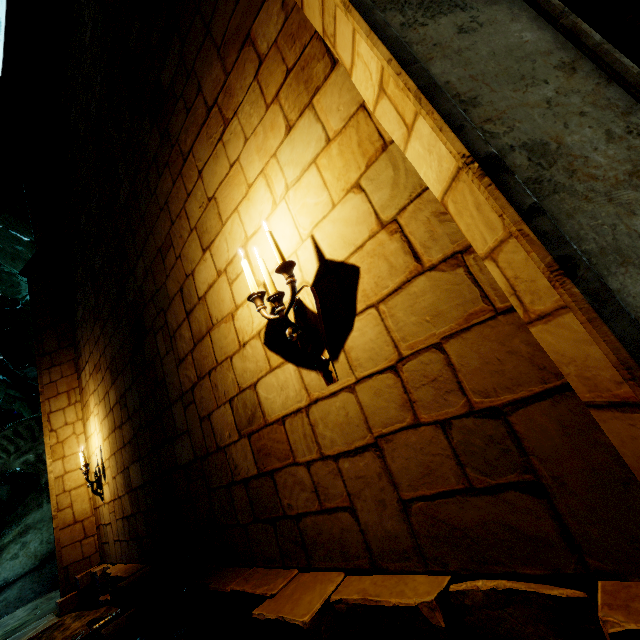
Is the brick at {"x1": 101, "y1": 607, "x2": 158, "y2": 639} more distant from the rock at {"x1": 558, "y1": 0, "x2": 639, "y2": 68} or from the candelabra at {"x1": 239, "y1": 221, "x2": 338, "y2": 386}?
the candelabra at {"x1": 239, "y1": 221, "x2": 338, "y2": 386}

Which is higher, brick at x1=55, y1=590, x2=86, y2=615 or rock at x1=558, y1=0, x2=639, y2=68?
rock at x1=558, y1=0, x2=639, y2=68

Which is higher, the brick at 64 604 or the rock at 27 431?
the rock at 27 431

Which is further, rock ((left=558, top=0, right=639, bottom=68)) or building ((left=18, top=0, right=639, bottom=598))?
rock ((left=558, top=0, right=639, bottom=68))

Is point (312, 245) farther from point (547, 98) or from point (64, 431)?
point (64, 431)

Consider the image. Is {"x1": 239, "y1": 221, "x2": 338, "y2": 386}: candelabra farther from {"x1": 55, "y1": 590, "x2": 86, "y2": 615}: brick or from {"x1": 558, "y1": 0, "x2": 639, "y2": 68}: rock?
{"x1": 55, "y1": 590, "x2": 86, "y2": 615}: brick

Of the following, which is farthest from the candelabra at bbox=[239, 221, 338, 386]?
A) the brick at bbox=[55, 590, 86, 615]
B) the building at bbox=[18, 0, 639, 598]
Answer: the brick at bbox=[55, 590, 86, 615]

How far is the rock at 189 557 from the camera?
3.11m
